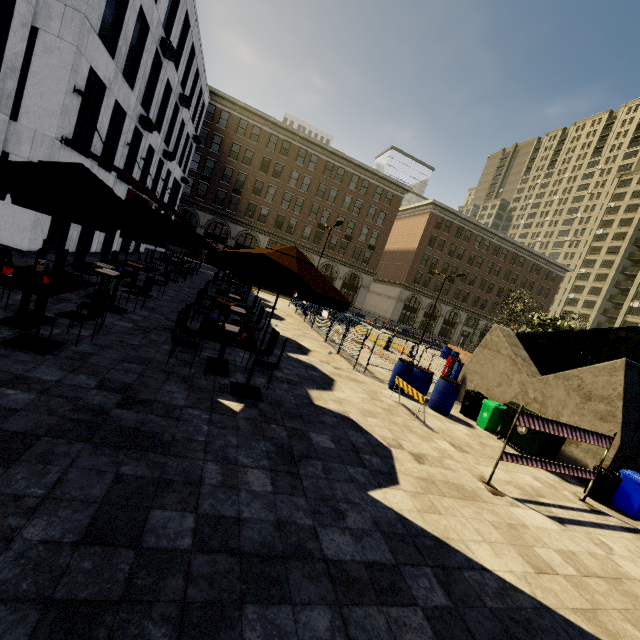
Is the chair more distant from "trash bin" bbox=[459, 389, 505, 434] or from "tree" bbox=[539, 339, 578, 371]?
"tree" bbox=[539, 339, 578, 371]

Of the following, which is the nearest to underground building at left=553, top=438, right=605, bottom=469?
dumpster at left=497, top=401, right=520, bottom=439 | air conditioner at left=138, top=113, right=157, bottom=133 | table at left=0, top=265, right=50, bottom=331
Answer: dumpster at left=497, top=401, right=520, bottom=439

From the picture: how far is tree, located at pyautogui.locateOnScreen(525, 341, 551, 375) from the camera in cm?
2165

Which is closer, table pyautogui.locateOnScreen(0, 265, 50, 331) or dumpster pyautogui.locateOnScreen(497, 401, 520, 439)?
table pyautogui.locateOnScreen(0, 265, 50, 331)

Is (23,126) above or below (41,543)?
above

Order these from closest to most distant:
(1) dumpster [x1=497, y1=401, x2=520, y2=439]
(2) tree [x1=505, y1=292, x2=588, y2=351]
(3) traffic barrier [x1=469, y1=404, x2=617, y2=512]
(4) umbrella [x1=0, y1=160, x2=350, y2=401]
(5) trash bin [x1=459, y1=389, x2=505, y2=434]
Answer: (4) umbrella [x1=0, y1=160, x2=350, y2=401] → (3) traffic barrier [x1=469, y1=404, x2=617, y2=512] → (1) dumpster [x1=497, y1=401, x2=520, y2=439] → (5) trash bin [x1=459, y1=389, x2=505, y2=434] → (2) tree [x1=505, y1=292, x2=588, y2=351]

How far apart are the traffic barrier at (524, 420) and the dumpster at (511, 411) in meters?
1.0

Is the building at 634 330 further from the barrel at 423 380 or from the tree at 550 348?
the barrel at 423 380
